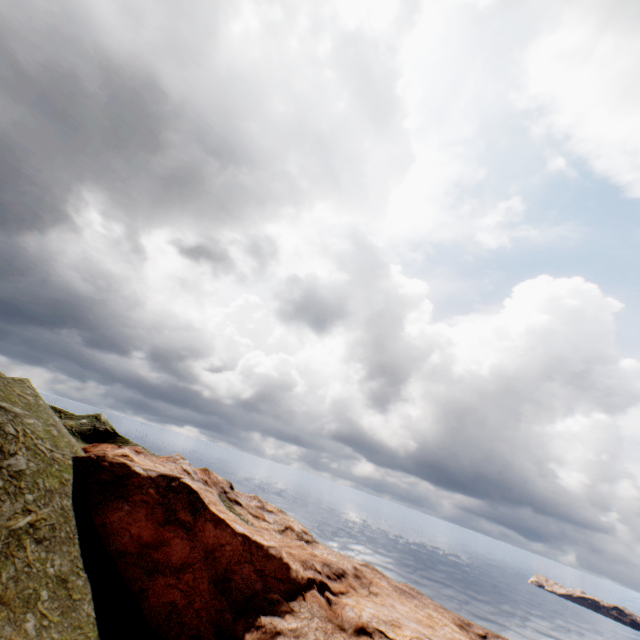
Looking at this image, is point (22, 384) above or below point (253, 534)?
above
